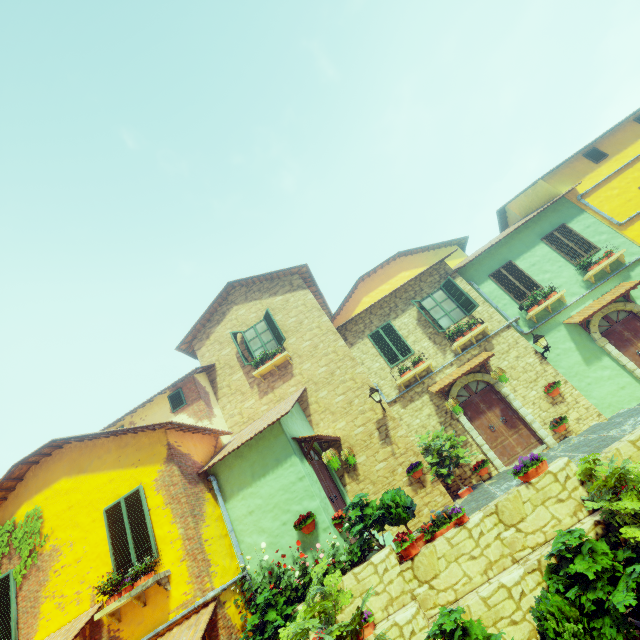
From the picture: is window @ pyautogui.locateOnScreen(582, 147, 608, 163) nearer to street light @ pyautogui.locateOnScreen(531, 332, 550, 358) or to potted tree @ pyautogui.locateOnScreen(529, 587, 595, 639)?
street light @ pyautogui.locateOnScreen(531, 332, 550, 358)

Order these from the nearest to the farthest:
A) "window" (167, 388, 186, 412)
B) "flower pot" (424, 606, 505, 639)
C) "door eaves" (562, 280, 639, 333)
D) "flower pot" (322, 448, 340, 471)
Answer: "flower pot" (424, 606, 505, 639) → "flower pot" (322, 448, 340, 471) → "door eaves" (562, 280, 639, 333) → "window" (167, 388, 186, 412)

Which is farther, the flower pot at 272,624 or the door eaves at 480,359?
the door eaves at 480,359

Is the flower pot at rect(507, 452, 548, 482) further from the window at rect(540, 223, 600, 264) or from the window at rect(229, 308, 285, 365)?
the window at rect(540, 223, 600, 264)

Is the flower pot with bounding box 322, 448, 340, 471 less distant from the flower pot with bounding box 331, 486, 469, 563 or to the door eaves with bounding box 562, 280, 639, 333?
the flower pot with bounding box 331, 486, 469, 563

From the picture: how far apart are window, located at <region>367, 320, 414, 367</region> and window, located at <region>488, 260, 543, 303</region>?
4.33m

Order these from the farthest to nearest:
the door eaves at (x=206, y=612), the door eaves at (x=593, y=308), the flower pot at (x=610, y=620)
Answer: the door eaves at (x=593, y=308)
the door eaves at (x=206, y=612)
the flower pot at (x=610, y=620)

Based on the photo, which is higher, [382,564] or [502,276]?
[502,276]
